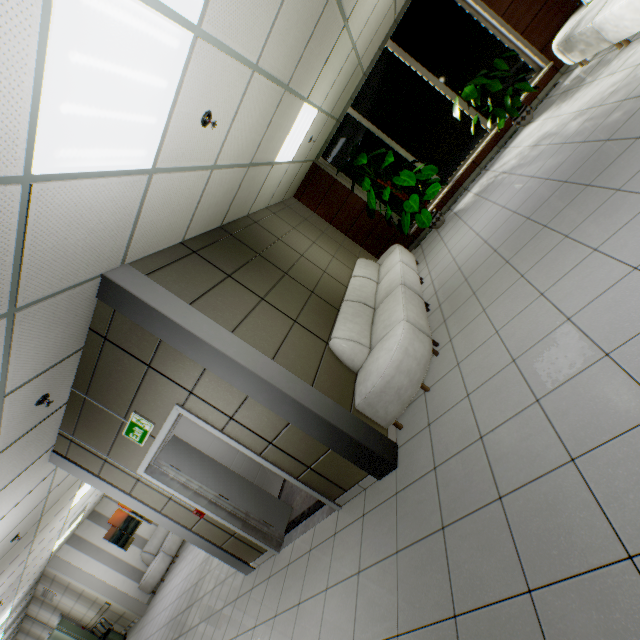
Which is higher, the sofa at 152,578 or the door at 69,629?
the door at 69,629

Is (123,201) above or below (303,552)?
above

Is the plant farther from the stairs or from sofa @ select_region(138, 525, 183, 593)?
sofa @ select_region(138, 525, 183, 593)

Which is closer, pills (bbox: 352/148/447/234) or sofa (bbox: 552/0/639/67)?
sofa (bbox: 552/0/639/67)

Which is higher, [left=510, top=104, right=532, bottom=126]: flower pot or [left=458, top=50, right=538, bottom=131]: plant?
[left=458, top=50, right=538, bottom=131]: plant

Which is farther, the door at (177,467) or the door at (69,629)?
the door at (69,629)

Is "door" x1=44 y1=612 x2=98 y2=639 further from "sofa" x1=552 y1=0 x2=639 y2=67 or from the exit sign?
"sofa" x1=552 y1=0 x2=639 y2=67

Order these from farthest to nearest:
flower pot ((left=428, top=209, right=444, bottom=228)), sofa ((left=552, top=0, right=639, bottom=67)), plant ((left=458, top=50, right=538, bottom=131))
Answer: flower pot ((left=428, top=209, right=444, bottom=228))
plant ((left=458, top=50, right=538, bottom=131))
sofa ((left=552, top=0, right=639, bottom=67))
